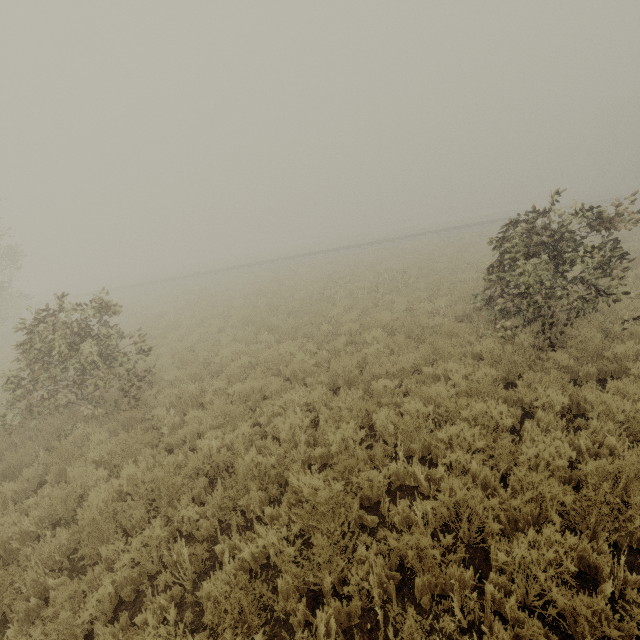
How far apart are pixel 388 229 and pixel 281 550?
52.9 meters
